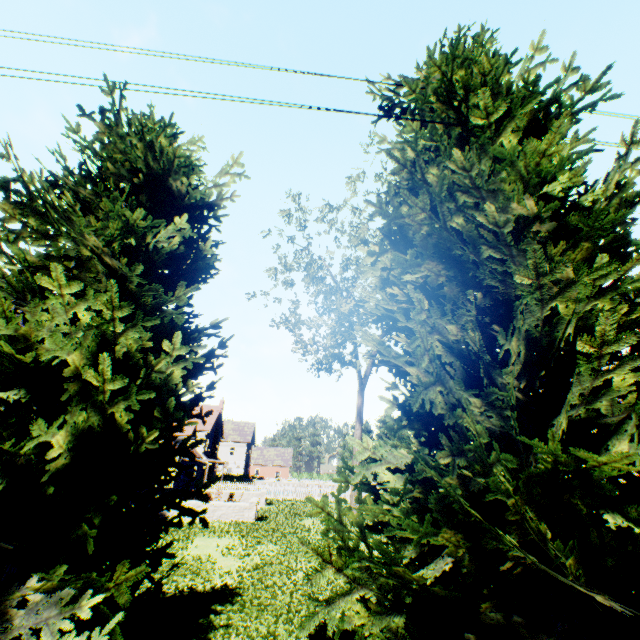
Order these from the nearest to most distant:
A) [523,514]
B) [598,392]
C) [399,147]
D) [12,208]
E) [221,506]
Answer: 1. [523,514]
2. [12,208]
3. [598,392]
4. [399,147]
5. [221,506]
